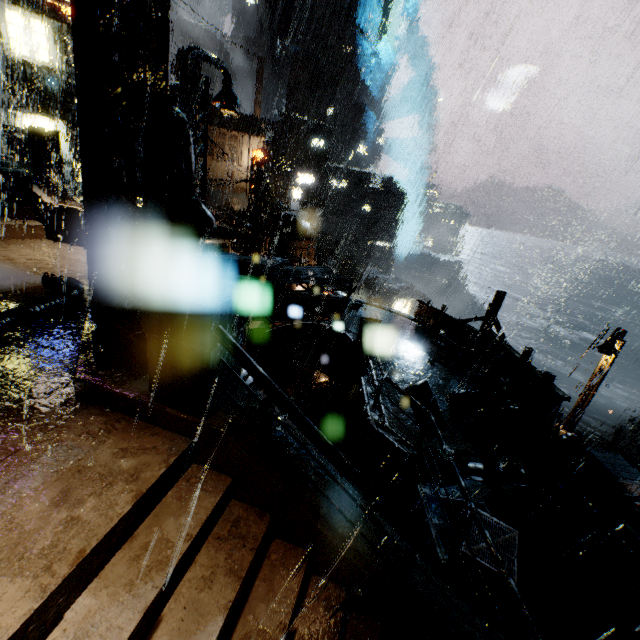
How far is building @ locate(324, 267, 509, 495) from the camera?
9.52m

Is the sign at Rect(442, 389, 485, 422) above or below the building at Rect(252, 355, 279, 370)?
above

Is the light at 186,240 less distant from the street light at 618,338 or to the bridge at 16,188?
the bridge at 16,188

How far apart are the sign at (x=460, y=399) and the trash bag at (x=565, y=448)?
1.7m

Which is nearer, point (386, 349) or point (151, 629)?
point (151, 629)

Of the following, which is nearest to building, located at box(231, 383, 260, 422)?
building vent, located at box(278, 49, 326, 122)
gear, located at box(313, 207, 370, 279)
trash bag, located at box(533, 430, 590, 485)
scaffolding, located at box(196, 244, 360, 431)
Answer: trash bag, located at box(533, 430, 590, 485)
